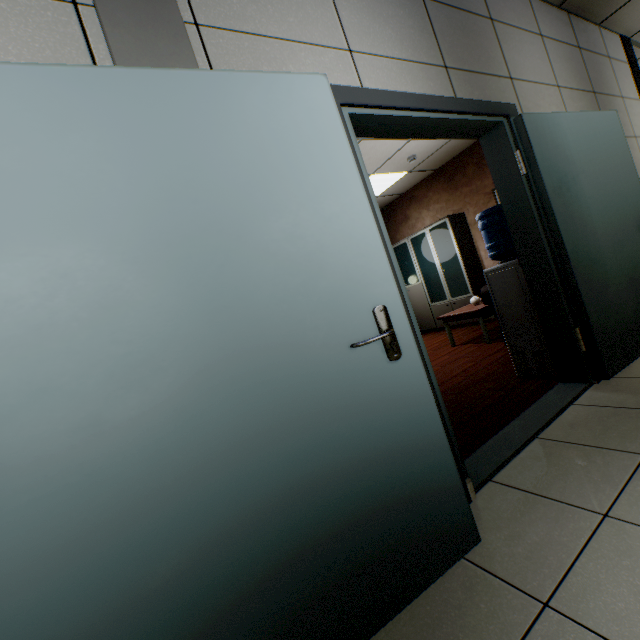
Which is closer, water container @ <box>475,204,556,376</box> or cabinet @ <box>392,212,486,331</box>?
water container @ <box>475,204,556,376</box>

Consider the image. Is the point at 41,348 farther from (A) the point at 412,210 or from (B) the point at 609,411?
(A) the point at 412,210

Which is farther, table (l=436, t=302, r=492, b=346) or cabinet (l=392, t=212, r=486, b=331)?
cabinet (l=392, t=212, r=486, b=331)

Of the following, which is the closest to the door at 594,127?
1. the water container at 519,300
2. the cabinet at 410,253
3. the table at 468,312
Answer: the water container at 519,300

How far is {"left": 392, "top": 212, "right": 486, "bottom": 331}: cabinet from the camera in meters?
6.2

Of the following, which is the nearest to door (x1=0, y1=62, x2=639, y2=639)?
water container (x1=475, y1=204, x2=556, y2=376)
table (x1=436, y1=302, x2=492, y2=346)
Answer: water container (x1=475, y1=204, x2=556, y2=376)

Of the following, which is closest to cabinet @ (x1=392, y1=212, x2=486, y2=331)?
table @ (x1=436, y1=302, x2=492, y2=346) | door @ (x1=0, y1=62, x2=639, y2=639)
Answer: table @ (x1=436, y1=302, x2=492, y2=346)
